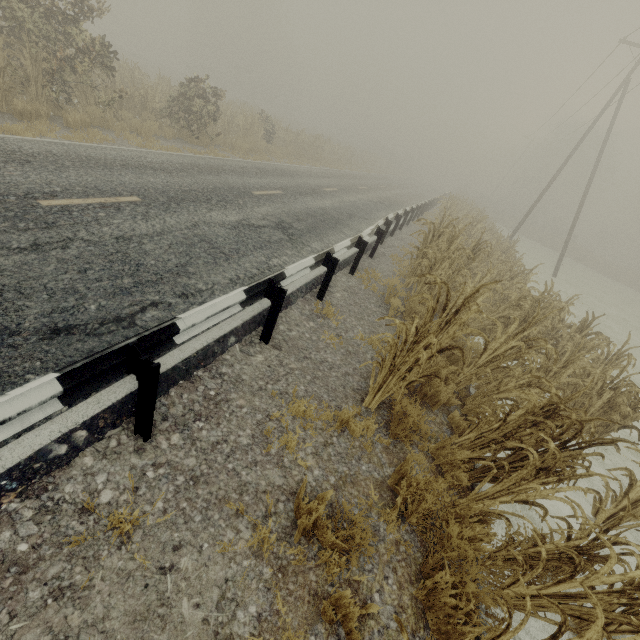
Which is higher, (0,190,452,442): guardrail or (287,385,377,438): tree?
(0,190,452,442): guardrail

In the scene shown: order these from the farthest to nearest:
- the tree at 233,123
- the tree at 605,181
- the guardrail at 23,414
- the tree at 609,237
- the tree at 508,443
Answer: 1. the tree at 605,181
2. the tree at 609,237
3. the tree at 233,123
4. the tree at 508,443
5. the guardrail at 23,414

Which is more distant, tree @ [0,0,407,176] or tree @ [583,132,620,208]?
tree @ [583,132,620,208]

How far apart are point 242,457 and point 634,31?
26.5 meters

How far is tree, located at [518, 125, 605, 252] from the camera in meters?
42.6 m

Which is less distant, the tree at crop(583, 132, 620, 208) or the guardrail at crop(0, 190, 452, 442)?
the guardrail at crop(0, 190, 452, 442)

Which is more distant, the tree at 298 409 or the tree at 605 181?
the tree at 605 181

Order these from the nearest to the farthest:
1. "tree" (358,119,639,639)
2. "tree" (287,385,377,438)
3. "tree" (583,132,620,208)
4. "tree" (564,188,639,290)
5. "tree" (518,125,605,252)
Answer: "tree" (358,119,639,639) → "tree" (287,385,377,438) → "tree" (564,188,639,290) → "tree" (518,125,605,252) → "tree" (583,132,620,208)
